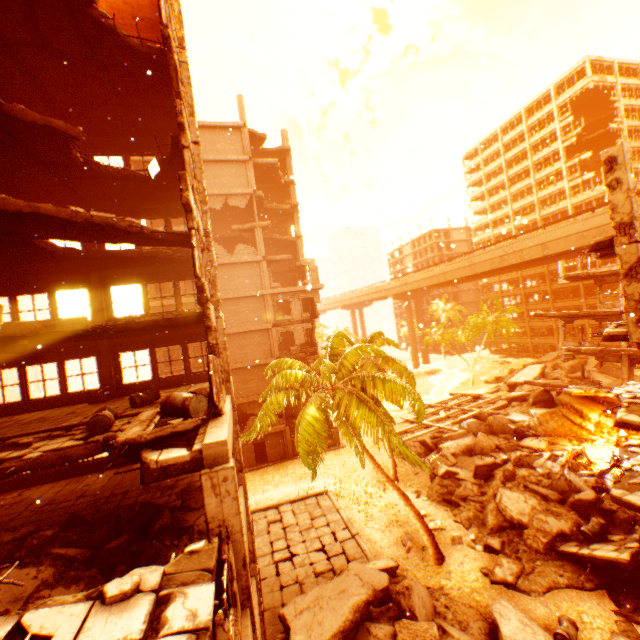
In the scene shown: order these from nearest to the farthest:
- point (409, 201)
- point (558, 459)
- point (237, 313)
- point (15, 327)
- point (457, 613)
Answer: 1. point (15, 327)
2. point (457, 613)
3. point (558, 459)
4. point (409, 201)
5. point (237, 313)

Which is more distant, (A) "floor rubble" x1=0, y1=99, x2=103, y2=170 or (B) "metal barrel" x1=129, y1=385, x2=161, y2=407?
(B) "metal barrel" x1=129, y1=385, x2=161, y2=407

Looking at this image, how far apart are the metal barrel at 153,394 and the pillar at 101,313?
4.52m

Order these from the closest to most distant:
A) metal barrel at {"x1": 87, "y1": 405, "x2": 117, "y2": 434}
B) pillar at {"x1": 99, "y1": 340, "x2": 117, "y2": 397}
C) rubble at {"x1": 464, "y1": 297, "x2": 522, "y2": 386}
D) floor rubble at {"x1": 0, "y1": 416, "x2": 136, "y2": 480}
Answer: floor rubble at {"x1": 0, "y1": 416, "x2": 136, "y2": 480} → metal barrel at {"x1": 87, "y1": 405, "x2": 117, "y2": 434} → pillar at {"x1": 99, "y1": 340, "x2": 117, "y2": 397} → rubble at {"x1": 464, "y1": 297, "x2": 522, "y2": 386}

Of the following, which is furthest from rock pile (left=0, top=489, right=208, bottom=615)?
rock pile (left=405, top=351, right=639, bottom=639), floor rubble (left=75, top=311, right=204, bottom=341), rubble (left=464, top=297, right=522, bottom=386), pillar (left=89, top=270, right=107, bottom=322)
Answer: pillar (left=89, top=270, right=107, bottom=322)

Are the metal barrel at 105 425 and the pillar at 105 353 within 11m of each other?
yes

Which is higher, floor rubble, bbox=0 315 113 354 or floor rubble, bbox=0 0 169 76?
floor rubble, bbox=0 0 169 76

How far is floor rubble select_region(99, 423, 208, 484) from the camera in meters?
5.8
